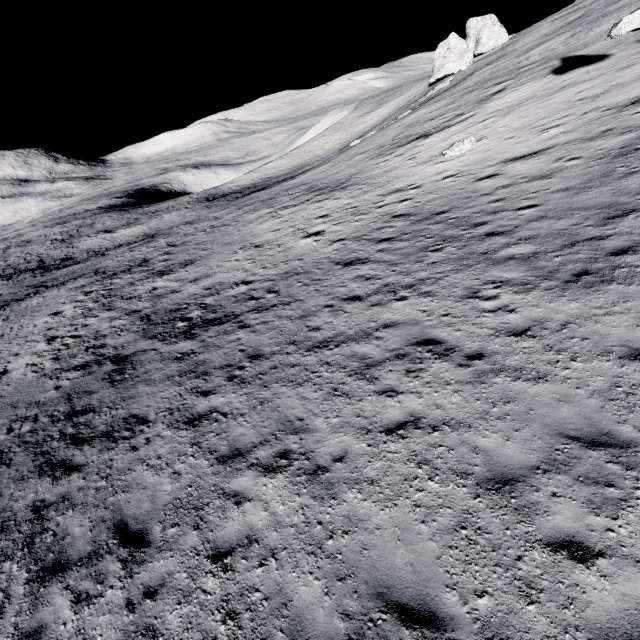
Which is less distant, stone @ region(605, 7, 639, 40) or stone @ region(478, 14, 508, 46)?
stone @ region(605, 7, 639, 40)

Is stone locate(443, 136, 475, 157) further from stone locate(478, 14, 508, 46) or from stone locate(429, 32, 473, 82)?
stone locate(478, 14, 508, 46)

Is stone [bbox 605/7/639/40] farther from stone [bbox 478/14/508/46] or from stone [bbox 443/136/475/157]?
stone [bbox 478/14/508/46]

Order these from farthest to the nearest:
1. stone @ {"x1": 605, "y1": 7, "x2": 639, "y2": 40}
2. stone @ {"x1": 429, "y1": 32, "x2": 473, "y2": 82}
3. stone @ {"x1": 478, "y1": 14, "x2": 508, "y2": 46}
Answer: stone @ {"x1": 478, "y1": 14, "x2": 508, "y2": 46} < stone @ {"x1": 429, "y1": 32, "x2": 473, "y2": 82} < stone @ {"x1": 605, "y1": 7, "x2": 639, "y2": 40}

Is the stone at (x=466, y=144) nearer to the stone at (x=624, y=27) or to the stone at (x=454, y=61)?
the stone at (x=624, y=27)

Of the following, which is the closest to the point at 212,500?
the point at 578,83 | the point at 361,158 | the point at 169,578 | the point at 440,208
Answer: the point at 169,578

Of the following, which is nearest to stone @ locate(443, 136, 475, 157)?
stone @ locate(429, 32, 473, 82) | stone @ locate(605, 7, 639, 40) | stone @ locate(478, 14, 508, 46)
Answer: stone @ locate(605, 7, 639, 40)
